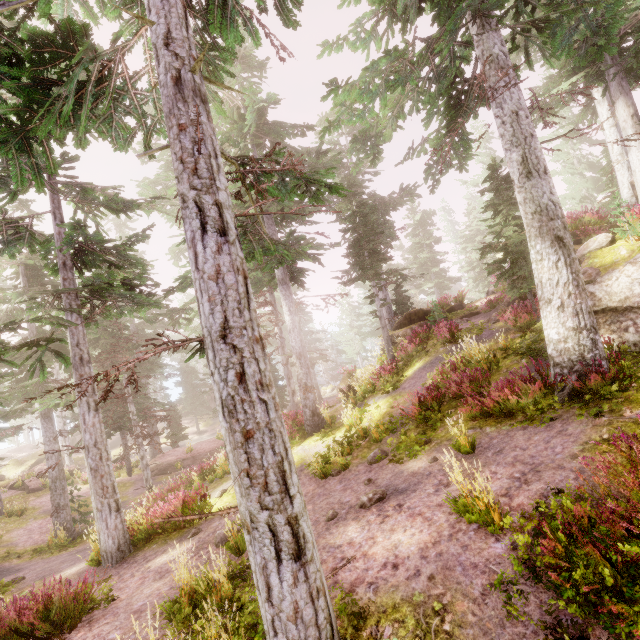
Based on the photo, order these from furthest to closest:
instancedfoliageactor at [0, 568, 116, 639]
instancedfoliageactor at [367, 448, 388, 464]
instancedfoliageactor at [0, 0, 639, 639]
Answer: instancedfoliageactor at [367, 448, 388, 464] < instancedfoliageactor at [0, 568, 116, 639] < instancedfoliageactor at [0, 0, 639, 639]

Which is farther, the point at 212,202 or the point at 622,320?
the point at 622,320

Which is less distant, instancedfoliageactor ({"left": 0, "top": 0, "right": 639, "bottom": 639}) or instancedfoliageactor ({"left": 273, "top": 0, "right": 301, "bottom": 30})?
instancedfoliageactor ({"left": 0, "top": 0, "right": 639, "bottom": 639})

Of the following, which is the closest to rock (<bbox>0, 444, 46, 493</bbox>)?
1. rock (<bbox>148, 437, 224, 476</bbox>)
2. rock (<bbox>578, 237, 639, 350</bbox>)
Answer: rock (<bbox>148, 437, 224, 476</bbox>)

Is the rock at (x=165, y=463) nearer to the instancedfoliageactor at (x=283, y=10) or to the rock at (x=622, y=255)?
the instancedfoliageactor at (x=283, y=10)

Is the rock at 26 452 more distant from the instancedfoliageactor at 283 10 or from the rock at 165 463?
the rock at 165 463

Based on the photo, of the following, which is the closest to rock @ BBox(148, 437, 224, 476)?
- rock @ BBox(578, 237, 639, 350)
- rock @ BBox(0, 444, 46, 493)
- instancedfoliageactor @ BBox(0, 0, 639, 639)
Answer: instancedfoliageactor @ BBox(0, 0, 639, 639)
